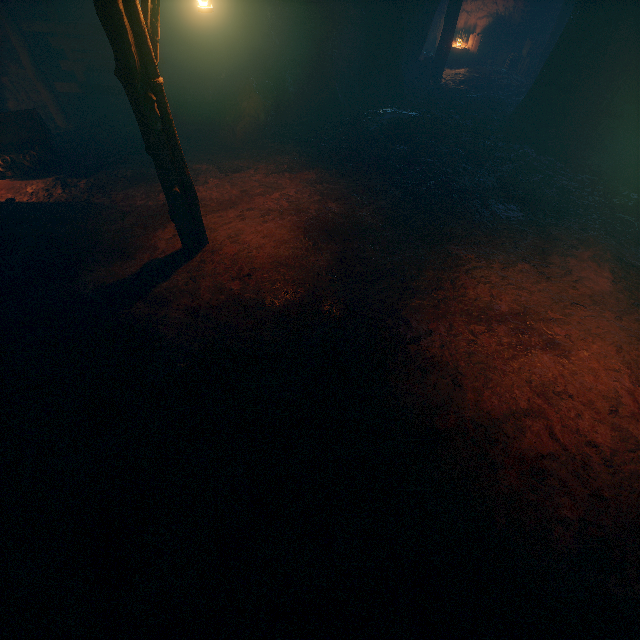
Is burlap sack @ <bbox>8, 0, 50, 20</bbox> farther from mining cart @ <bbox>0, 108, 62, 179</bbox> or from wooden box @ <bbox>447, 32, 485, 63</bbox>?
wooden box @ <bbox>447, 32, 485, 63</bbox>

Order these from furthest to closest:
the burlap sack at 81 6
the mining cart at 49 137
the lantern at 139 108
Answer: the burlap sack at 81 6
the mining cart at 49 137
the lantern at 139 108

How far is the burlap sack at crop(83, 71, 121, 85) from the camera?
10.4 meters

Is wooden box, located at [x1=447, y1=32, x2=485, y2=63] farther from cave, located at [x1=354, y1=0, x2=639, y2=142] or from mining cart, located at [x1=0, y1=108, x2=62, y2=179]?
mining cart, located at [x1=0, y1=108, x2=62, y2=179]

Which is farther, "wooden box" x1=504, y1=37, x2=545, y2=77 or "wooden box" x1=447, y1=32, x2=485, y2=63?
"wooden box" x1=447, y1=32, x2=485, y2=63

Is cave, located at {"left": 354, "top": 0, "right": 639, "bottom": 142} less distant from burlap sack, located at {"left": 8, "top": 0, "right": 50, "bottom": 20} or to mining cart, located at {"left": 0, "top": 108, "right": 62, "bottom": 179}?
burlap sack, located at {"left": 8, "top": 0, "right": 50, "bottom": 20}

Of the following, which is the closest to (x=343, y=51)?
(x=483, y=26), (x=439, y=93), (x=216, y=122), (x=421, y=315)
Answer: (x=439, y=93)

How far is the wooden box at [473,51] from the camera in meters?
16.4
